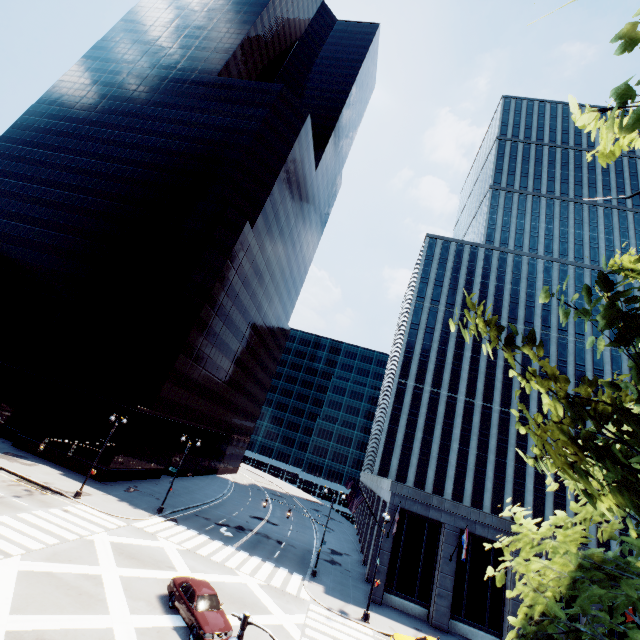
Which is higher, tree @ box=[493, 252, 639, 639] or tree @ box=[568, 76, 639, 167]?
tree @ box=[568, 76, 639, 167]

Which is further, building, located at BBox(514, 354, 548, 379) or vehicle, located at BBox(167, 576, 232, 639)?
building, located at BBox(514, 354, 548, 379)

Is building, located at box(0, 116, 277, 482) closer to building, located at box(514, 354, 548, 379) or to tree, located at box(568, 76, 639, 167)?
building, located at box(514, 354, 548, 379)

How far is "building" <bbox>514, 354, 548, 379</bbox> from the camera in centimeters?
5825cm

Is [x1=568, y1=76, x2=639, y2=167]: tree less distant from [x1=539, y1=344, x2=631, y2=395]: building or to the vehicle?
the vehicle

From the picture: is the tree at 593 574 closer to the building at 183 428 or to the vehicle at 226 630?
the vehicle at 226 630

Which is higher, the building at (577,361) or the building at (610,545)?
the building at (577,361)

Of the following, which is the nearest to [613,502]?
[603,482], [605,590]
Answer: [603,482]
